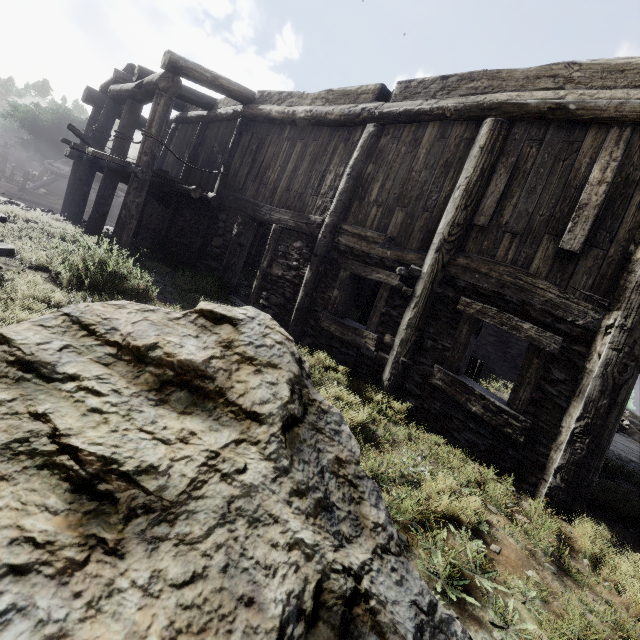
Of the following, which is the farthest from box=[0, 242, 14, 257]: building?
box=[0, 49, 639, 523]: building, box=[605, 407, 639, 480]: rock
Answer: box=[0, 49, 639, 523]: building

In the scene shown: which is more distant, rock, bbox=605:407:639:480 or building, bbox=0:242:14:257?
rock, bbox=605:407:639:480

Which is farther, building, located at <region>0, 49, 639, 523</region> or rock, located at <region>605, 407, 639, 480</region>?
rock, located at <region>605, 407, 639, 480</region>

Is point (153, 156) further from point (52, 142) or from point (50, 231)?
point (52, 142)

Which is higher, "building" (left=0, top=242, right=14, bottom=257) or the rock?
"building" (left=0, top=242, right=14, bottom=257)

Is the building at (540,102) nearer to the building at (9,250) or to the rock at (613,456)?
the rock at (613,456)
